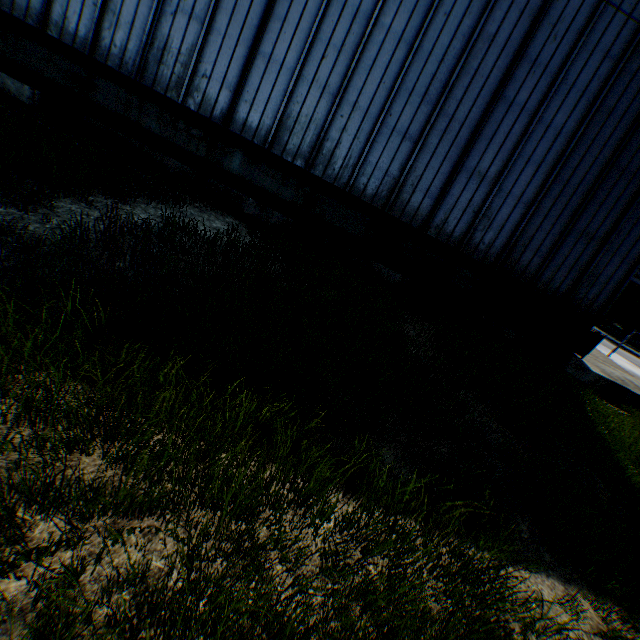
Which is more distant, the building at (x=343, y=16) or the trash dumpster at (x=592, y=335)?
the trash dumpster at (x=592, y=335)

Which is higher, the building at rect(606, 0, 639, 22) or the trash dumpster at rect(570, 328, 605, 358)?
the building at rect(606, 0, 639, 22)

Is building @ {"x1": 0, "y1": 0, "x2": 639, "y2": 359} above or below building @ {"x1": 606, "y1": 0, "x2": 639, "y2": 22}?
below

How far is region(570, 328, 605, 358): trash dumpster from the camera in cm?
1245

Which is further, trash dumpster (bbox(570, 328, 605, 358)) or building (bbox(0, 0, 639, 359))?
trash dumpster (bbox(570, 328, 605, 358))

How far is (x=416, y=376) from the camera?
5.9 meters

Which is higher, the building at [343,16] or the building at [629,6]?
the building at [629,6]
